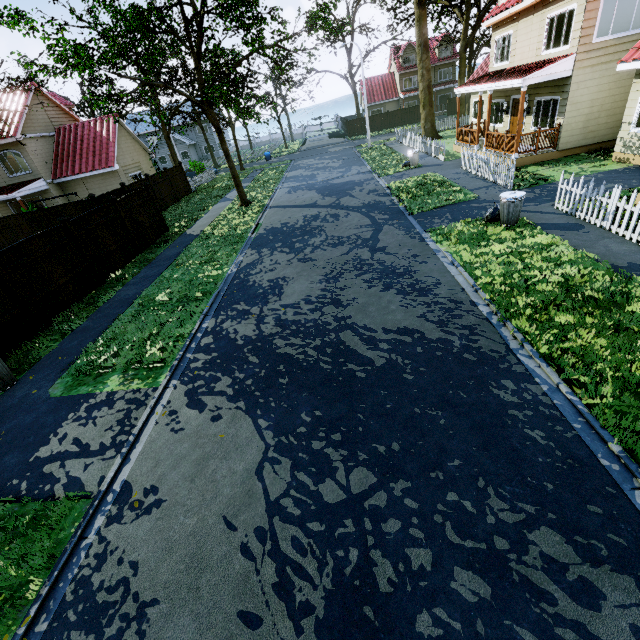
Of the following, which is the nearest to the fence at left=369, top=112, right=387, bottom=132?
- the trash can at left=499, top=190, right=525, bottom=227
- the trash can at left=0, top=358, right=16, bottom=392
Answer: the trash can at left=0, top=358, right=16, bottom=392

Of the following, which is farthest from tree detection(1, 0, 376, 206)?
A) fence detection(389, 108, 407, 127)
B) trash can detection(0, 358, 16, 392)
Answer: trash can detection(0, 358, 16, 392)

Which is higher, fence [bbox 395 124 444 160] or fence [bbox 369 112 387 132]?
fence [bbox 369 112 387 132]

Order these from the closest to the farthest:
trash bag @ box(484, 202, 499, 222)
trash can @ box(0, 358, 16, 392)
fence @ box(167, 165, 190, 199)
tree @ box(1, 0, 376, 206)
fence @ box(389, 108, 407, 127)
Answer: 1. trash can @ box(0, 358, 16, 392)
2. trash bag @ box(484, 202, 499, 222)
3. tree @ box(1, 0, 376, 206)
4. fence @ box(167, 165, 190, 199)
5. fence @ box(389, 108, 407, 127)

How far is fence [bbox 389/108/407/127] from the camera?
44.5m

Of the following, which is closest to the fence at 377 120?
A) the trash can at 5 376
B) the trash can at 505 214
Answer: the trash can at 5 376

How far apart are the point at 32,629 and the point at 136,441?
2.4 meters

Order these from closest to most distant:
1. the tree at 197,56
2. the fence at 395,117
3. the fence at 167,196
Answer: the tree at 197,56 < the fence at 167,196 < the fence at 395,117
